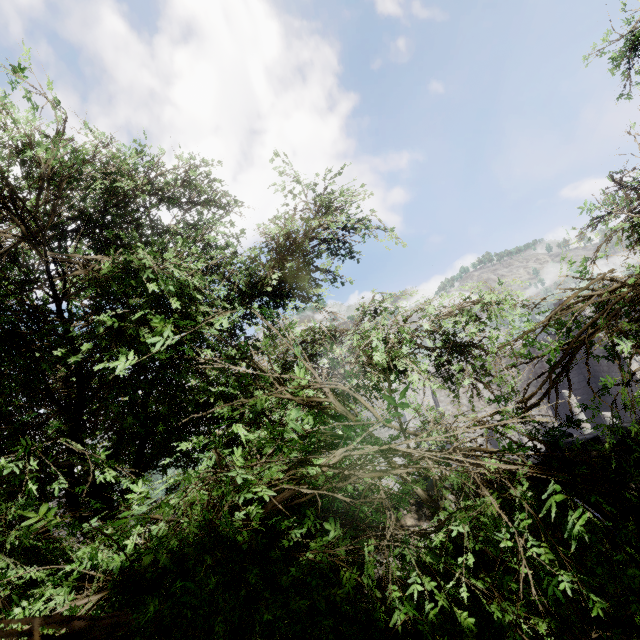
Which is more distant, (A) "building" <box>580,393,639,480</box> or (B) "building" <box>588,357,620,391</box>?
(B) "building" <box>588,357,620,391</box>

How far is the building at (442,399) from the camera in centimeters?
2425cm

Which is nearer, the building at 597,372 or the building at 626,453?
the building at 626,453

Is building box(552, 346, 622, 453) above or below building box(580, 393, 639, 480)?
below

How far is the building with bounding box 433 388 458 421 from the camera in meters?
24.2

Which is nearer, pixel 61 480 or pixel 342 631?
pixel 342 631
